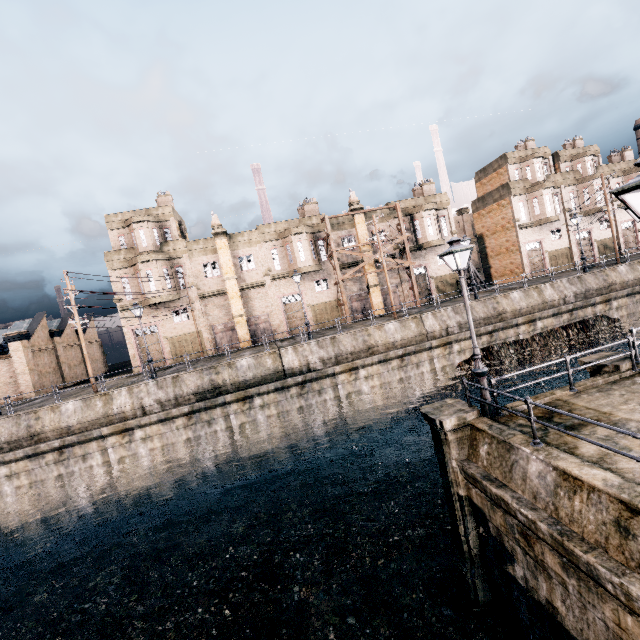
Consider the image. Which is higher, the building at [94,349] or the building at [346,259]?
the building at [346,259]

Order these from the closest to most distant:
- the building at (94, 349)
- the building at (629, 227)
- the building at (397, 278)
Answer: the building at (397, 278) → the building at (629, 227) → the building at (94, 349)

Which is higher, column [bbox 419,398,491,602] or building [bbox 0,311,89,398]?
building [bbox 0,311,89,398]

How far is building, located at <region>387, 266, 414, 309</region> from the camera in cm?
3762

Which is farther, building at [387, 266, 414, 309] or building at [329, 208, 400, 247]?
building at [387, 266, 414, 309]

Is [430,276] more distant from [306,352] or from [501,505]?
[501,505]

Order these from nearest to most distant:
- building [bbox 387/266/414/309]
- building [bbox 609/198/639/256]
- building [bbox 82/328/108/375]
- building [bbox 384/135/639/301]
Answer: building [bbox 387/266/414/309] → building [bbox 384/135/639/301] → building [bbox 609/198/639/256] → building [bbox 82/328/108/375]
